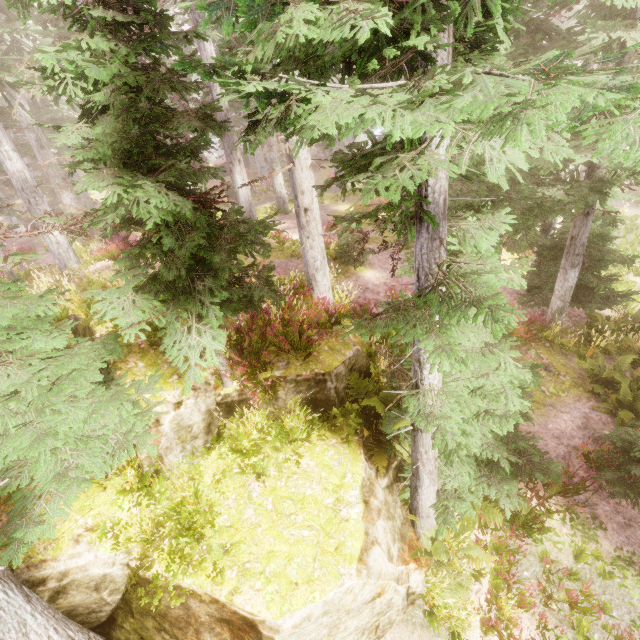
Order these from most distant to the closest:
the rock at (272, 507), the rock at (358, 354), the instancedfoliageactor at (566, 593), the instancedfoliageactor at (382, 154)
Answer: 1. the rock at (358, 354)
2. the instancedfoliageactor at (566, 593)
3. the rock at (272, 507)
4. the instancedfoliageactor at (382, 154)

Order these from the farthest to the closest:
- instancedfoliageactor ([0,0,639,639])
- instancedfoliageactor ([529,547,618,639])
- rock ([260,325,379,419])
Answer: rock ([260,325,379,419]), instancedfoliageactor ([529,547,618,639]), instancedfoliageactor ([0,0,639,639])

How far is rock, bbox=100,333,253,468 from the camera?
5.15m

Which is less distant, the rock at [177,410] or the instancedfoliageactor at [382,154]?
the instancedfoliageactor at [382,154]

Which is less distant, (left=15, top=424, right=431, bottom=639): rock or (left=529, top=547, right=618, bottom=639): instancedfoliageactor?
(left=15, top=424, right=431, bottom=639): rock

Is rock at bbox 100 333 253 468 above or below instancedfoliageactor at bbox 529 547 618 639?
above

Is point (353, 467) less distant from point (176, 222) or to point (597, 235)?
point (176, 222)
